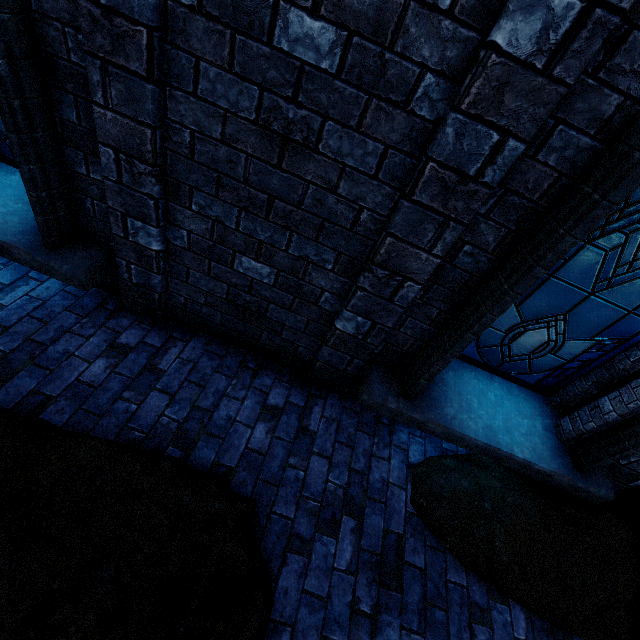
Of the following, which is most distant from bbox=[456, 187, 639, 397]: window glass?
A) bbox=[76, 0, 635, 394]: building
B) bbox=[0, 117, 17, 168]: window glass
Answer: bbox=[0, 117, 17, 168]: window glass

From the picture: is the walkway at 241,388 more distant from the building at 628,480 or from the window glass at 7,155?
the window glass at 7,155

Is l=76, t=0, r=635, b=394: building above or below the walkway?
above

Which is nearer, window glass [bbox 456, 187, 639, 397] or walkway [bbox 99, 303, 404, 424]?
window glass [bbox 456, 187, 639, 397]

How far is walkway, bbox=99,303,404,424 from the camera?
3.01m

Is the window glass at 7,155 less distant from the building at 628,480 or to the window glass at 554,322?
the building at 628,480

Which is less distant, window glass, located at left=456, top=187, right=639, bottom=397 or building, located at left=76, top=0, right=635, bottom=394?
building, located at left=76, top=0, right=635, bottom=394

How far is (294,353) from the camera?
3.2 meters
